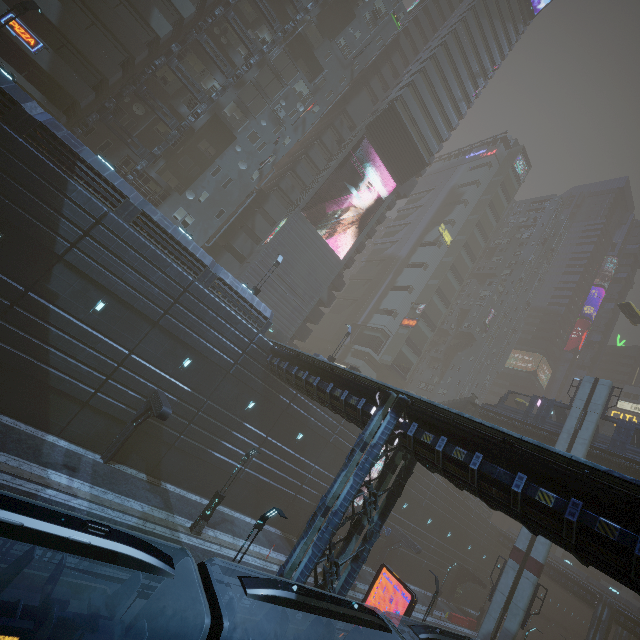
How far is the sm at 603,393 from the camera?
28.1 meters

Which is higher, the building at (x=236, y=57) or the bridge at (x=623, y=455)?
the building at (x=236, y=57)

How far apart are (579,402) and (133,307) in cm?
3822

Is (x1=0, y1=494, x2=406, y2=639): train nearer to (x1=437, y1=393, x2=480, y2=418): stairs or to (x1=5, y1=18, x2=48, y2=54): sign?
(x1=5, y1=18, x2=48, y2=54): sign

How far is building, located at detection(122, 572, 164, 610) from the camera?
11.45m

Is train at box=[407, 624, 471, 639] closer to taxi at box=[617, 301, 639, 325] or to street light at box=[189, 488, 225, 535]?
street light at box=[189, 488, 225, 535]

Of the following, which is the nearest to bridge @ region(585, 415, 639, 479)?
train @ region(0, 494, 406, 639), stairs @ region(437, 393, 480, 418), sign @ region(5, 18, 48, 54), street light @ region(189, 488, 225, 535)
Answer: stairs @ region(437, 393, 480, 418)
